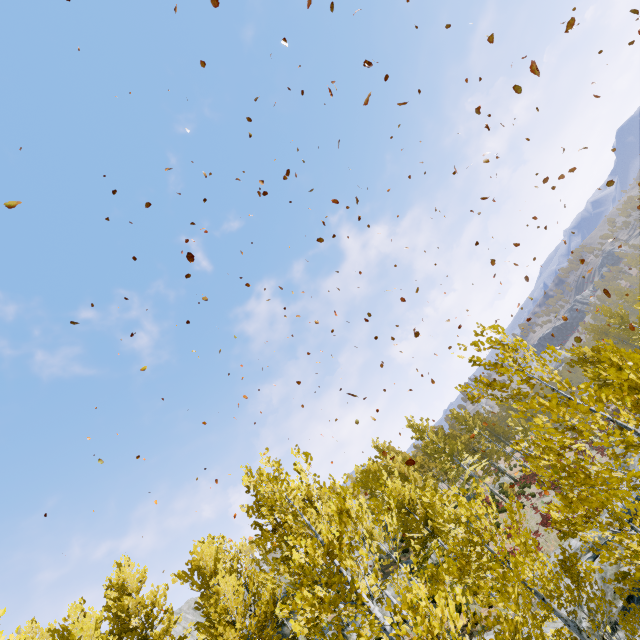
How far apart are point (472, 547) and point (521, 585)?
3.8 meters

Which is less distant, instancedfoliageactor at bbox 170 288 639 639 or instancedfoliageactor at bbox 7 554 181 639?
instancedfoliageactor at bbox 170 288 639 639

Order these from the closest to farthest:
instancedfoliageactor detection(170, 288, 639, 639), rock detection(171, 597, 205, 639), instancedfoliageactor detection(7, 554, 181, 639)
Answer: instancedfoliageactor detection(170, 288, 639, 639) < instancedfoliageactor detection(7, 554, 181, 639) < rock detection(171, 597, 205, 639)

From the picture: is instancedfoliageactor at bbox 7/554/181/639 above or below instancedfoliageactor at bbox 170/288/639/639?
above

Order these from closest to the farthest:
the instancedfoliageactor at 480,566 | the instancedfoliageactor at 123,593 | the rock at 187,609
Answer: the instancedfoliageactor at 480,566, the instancedfoliageactor at 123,593, the rock at 187,609

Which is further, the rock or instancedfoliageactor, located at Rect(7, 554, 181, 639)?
the rock

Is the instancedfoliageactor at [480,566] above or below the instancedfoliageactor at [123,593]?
below
